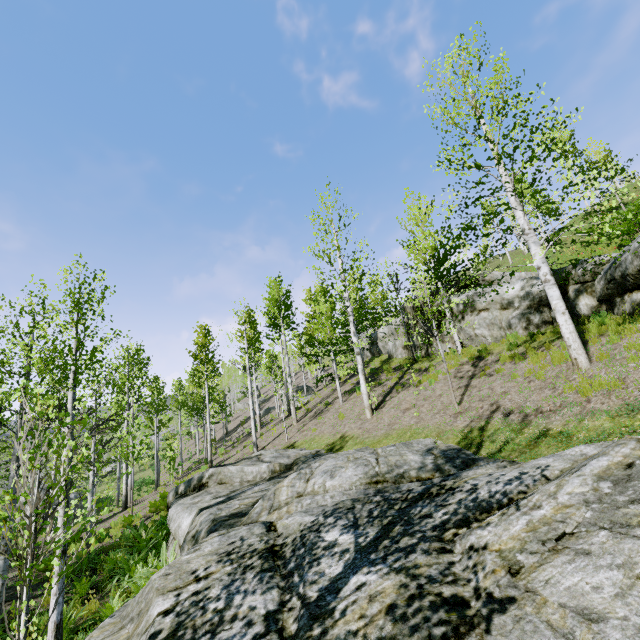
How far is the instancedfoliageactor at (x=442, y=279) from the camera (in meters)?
10.59

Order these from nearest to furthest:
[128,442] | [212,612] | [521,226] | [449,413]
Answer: [212,612] → [521,226] → [449,413] → [128,442]

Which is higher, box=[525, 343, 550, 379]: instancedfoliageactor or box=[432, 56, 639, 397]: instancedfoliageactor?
box=[525, 343, 550, 379]: instancedfoliageactor

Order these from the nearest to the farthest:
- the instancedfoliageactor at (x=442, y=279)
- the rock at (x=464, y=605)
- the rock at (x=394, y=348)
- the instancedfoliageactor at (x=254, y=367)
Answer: the rock at (x=464, y=605) < the instancedfoliageactor at (x=442, y=279) < the instancedfoliageactor at (x=254, y=367) < the rock at (x=394, y=348)

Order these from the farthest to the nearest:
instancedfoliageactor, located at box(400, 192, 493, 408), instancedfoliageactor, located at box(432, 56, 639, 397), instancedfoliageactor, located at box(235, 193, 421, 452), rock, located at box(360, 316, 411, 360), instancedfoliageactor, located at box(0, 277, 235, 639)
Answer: rock, located at box(360, 316, 411, 360) < instancedfoliageactor, located at box(235, 193, 421, 452) < instancedfoliageactor, located at box(400, 192, 493, 408) < instancedfoliageactor, located at box(432, 56, 639, 397) < instancedfoliageactor, located at box(0, 277, 235, 639)

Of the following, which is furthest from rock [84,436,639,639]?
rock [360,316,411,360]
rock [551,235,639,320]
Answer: rock [360,316,411,360]

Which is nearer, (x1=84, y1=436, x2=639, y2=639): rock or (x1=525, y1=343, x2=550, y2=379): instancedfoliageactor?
(x1=84, y1=436, x2=639, y2=639): rock

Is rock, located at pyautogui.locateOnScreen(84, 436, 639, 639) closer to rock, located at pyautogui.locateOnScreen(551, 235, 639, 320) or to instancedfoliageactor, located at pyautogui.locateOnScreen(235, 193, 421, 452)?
instancedfoliageactor, located at pyautogui.locateOnScreen(235, 193, 421, 452)
